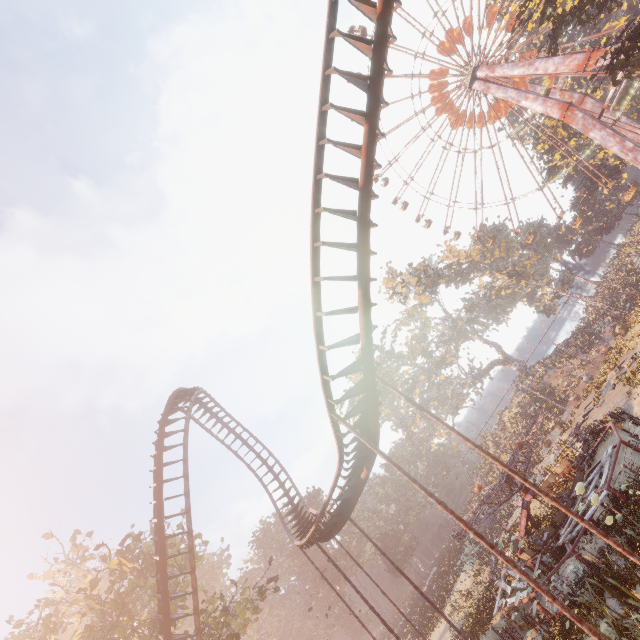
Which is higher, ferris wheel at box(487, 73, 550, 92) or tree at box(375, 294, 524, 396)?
ferris wheel at box(487, 73, 550, 92)

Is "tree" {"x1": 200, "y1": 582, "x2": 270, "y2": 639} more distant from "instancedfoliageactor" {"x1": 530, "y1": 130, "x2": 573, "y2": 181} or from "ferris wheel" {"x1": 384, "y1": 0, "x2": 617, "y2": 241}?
"ferris wheel" {"x1": 384, "y1": 0, "x2": 617, "y2": 241}

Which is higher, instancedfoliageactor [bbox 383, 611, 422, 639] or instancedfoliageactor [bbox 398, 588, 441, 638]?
instancedfoliageactor [bbox 383, 611, 422, 639]

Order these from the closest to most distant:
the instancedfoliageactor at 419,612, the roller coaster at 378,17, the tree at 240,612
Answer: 1. the roller coaster at 378,17
2. the tree at 240,612
3. the instancedfoliageactor at 419,612

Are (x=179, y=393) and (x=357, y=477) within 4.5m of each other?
no

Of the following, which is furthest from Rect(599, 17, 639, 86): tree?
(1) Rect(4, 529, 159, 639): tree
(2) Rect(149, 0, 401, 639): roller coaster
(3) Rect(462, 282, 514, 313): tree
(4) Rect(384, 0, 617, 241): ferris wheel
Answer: (1) Rect(4, 529, 159, 639): tree

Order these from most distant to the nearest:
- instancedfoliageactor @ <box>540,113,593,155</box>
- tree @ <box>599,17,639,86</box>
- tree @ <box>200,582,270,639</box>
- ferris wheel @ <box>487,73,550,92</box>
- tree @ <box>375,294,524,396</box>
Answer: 1. tree @ <box>375,294,524,396</box>
2. instancedfoliageactor @ <box>540,113,593,155</box>
3. ferris wheel @ <box>487,73,550,92</box>
4. tree @ <box>599,17,639,86</box>
5. tree @ <box>200,582,270,639</box>

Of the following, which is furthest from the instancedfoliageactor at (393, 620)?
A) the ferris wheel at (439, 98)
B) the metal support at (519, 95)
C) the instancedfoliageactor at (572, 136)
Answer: the ferris wheel at (439, 98)
